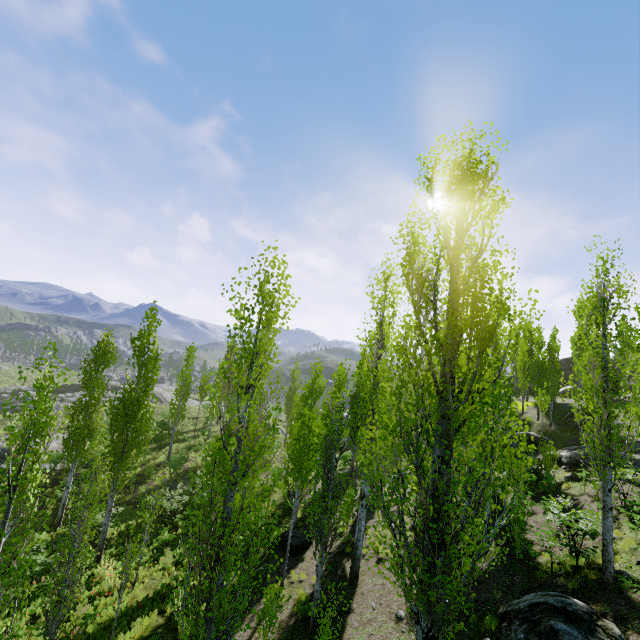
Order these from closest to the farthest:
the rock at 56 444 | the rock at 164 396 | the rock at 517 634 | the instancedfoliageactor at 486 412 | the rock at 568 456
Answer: the instancedfoliageactor at 486 412
the rock at 517 634
the rock at 568 456
the rock at 56 444
the rock at 164 396

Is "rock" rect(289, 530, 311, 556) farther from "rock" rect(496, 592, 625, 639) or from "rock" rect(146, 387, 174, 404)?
"rock" rect(146, 387, 174, 404)

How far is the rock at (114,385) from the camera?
45.5m

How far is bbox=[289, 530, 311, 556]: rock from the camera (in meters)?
15.72

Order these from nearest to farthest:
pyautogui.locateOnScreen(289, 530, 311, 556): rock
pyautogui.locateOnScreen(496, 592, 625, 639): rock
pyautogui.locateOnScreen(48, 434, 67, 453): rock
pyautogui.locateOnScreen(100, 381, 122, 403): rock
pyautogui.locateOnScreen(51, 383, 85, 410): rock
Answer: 1. pyautogui.locateOnScreen(496, 592, 625, 639): rock
2. pyautogui.locateOnScreen(289, 530, 311, 556): rock
3. pyautogui.locateOnScreen(48, 434, 67, 453): rock
4. pyautogui.locateOnScreen(51, 383, 85, 410): rock
5. pyautogui.locateOnScreen(100, 381, 122, 403): rock

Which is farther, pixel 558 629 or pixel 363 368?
pixel 363 368

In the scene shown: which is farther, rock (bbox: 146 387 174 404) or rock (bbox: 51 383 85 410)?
rock (bbox: 146 387 174 404)

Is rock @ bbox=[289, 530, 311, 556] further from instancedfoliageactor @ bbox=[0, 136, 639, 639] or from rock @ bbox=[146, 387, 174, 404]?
rock @ bbox=[146, 387, 174, 404]
